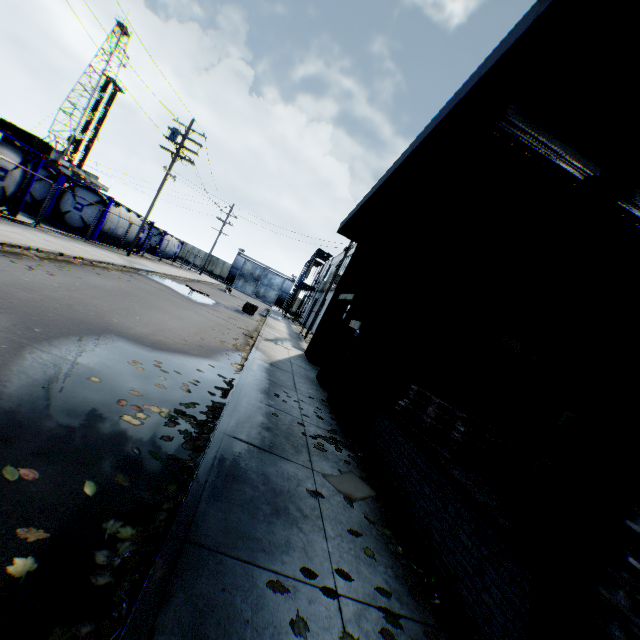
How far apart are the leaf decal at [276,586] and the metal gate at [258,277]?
58.0 meters

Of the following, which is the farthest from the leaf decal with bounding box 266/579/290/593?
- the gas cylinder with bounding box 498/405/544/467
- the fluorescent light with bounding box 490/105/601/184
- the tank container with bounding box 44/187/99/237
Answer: the tank container with bounding box 44/187/99/237

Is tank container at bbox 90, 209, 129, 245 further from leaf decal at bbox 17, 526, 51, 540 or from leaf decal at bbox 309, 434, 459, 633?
leaf decal at bbox 309, 434, 459, 633

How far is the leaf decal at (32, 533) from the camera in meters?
2.2

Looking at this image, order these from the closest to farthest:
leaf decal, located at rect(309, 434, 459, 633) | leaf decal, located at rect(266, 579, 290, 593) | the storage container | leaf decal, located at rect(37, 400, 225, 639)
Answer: leaf decal, located at rect(37, 400, 225, 639)
leaf decal, located at rect(266, 579, 290, 593)
leaf decal, located at rect(309, 434, 459, 633)
the storage container

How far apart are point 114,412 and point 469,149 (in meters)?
6.74

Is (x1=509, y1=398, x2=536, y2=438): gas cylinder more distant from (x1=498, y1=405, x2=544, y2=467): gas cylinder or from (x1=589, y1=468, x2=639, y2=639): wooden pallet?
(x1=589, y1=468, x2=639, y2=639): wooden pallet

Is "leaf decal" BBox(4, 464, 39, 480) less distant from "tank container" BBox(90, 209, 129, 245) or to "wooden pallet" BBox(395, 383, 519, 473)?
"wooden pallet" BBox(395, 383, 519, 473)
